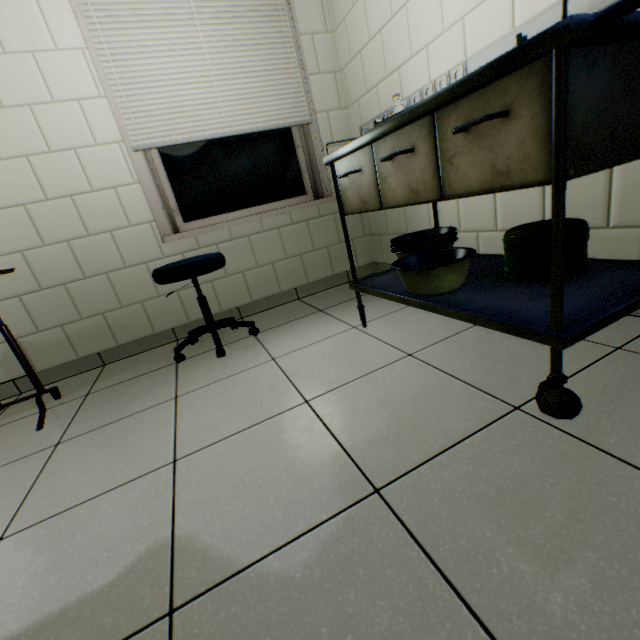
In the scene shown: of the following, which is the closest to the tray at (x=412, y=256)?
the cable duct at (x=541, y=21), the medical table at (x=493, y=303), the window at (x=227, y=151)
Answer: the medical table at (x=493, y=303)

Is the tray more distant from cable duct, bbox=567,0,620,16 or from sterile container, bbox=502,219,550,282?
cable duct, bbox=567,0,620,16

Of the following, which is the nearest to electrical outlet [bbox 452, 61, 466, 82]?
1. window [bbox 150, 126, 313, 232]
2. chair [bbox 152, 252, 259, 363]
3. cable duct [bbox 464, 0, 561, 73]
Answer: cable duct [bbox 464, 0, 561, 73]

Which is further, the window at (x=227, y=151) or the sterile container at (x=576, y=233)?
the window at (x=227, y=151)

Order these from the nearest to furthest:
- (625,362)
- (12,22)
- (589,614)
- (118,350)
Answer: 1. (589,614)
2. (625,362)
3. (12,22)
4. (118,350)

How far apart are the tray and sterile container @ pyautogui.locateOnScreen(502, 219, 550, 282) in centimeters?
12cm

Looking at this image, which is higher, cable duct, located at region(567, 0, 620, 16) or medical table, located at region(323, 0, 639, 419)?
cable duct, located at region(567, 0, 620, 16)

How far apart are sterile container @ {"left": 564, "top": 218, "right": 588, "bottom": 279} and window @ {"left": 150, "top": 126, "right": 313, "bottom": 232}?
1.8m
